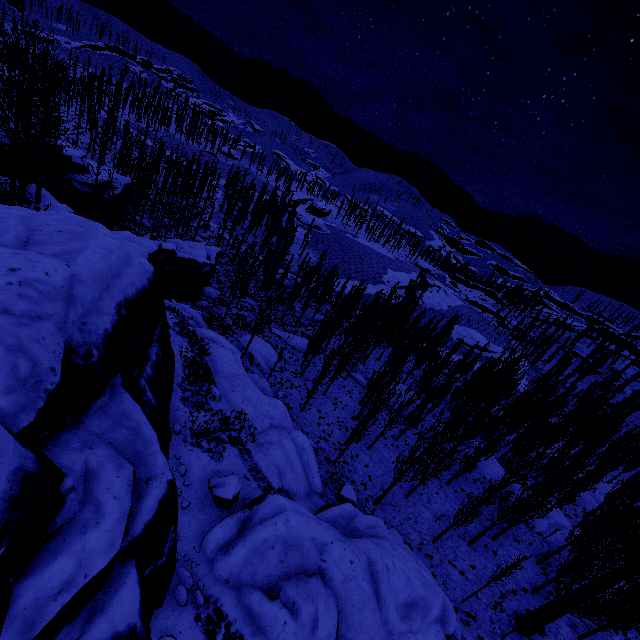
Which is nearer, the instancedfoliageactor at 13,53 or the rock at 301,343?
the instancedfoliageactor at 13,53

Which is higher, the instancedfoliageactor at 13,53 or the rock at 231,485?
the instancedfoliageactor at 13,53

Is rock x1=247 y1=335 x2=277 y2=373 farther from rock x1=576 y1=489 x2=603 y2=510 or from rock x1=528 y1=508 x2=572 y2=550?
rock x1=576 y1=489 x2=603 y2=510

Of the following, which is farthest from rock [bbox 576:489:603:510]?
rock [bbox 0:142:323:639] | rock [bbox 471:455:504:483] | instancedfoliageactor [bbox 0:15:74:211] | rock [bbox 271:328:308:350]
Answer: rock [bbox 271:328:308:350]

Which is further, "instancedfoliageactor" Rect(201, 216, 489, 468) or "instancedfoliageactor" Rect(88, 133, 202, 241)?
"instancedfoliageactor" Rect(88, 133, 202, 241)

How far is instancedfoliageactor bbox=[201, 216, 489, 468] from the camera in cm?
2578

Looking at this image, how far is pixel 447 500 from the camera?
26.3m
